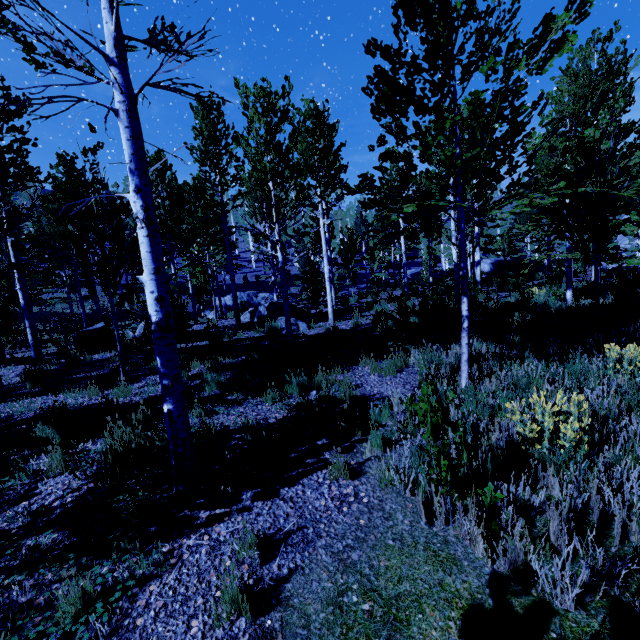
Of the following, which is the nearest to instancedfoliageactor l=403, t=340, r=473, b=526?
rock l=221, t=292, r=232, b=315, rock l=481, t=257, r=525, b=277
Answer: rock l=481, t=257, r=525, b=277

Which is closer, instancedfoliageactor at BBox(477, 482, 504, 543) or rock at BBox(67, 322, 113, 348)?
instancedfoliageactor at BBox(477, 482, 504, 543)

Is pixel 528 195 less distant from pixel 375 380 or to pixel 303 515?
pixel 375 380

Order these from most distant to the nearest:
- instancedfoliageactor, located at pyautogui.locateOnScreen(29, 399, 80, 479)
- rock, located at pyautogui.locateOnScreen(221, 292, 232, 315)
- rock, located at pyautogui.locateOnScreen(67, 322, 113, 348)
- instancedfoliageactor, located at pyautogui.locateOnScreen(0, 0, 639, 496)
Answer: rock, located at pyautogui.locateOnScreen(221, 292, 232, 315)
rock, located at pyautogui.locateOnScreen(67, 322, 113, 348)
instancedfoliageactor, located at pyautogui.locateOnScreen(29, 399, 80, 479)
instancedfoliageactor, located at pyautogui.locateOnScreen(0, 0, 639, 496)

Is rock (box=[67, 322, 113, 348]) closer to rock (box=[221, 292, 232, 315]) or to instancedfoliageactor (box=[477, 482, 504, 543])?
instancedfoliageactor (box=[477, 482, 504, 543])

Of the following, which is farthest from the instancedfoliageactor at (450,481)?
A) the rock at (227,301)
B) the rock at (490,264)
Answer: the rock at (227,301)

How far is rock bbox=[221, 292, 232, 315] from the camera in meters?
29.2

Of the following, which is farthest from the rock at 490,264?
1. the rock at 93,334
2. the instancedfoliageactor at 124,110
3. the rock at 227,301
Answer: the rock at 93,334
